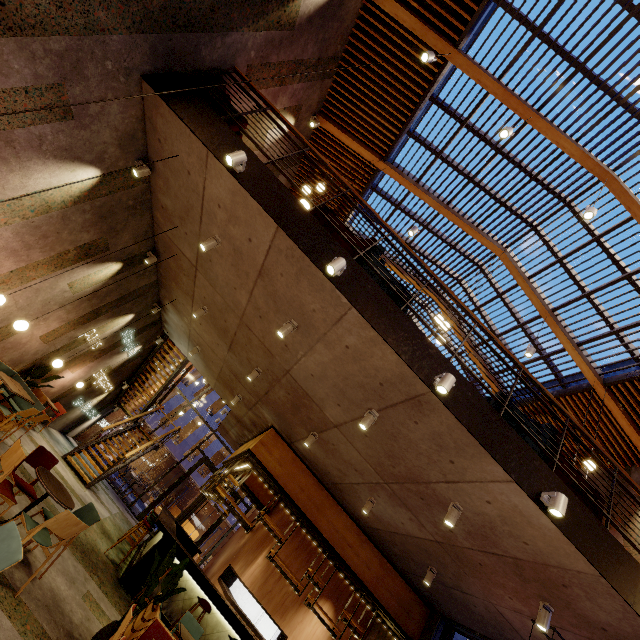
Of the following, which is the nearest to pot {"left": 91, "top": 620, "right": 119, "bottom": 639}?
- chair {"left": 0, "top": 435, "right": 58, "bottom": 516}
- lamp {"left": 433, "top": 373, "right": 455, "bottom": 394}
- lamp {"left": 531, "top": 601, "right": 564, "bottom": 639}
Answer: chair {"left": 0, "top": 435, "right": 58, "bottom": 516}

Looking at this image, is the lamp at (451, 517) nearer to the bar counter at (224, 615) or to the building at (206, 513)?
the bar counter at (224, 615)

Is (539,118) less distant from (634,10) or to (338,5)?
(634,10)

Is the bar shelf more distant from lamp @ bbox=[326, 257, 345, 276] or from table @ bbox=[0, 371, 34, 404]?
lamp @ bbox=[326, 257, 345, 276]

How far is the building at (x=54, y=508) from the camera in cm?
564

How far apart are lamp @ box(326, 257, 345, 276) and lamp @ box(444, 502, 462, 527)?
4.2 meters

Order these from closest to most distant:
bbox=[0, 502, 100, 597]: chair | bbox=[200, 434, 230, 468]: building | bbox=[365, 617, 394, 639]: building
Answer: bbox=[0, 502, 100, 597]: chair, bbox=[365, 617, 394, 639]: building, bbox=[200, 434, 230, 468]: building

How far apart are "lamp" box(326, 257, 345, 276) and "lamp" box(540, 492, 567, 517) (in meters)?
3.81
